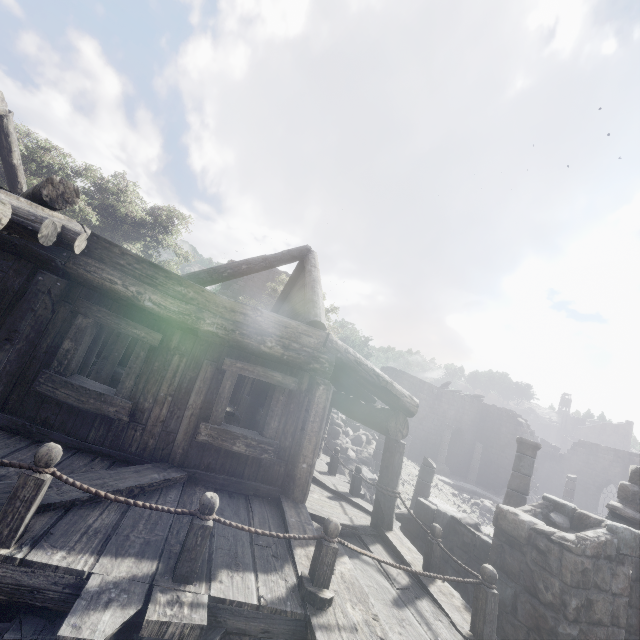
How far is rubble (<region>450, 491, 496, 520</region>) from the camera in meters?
17.3 m

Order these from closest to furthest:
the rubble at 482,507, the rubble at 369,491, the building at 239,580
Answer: the building at 239,580, the rubble at 369,491, the rubble at 482,507

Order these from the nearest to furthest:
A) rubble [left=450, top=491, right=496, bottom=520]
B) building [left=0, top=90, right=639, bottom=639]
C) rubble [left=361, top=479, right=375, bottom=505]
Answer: building [left=0, top=90, right=639, bottom=639] → rubble [left=361, top=479, right=375, bottom=505] → rubble [left=450, top=491, right=496, bottom=520]

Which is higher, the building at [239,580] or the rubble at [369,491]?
the building at [239,580]

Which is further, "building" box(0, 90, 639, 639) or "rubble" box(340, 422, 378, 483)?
"rubble" box(340, 422, 378, 483)

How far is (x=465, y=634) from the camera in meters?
3.9

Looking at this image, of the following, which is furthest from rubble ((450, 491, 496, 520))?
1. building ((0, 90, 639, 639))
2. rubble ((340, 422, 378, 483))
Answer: rubble ((340, 422, 378, 483))
